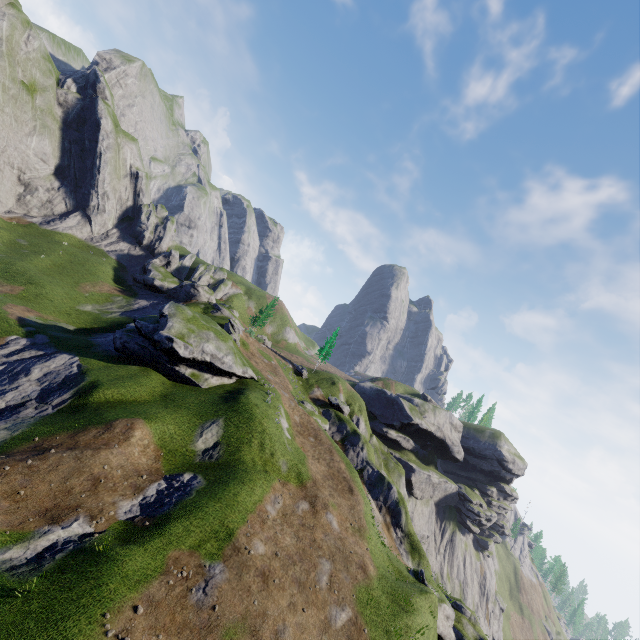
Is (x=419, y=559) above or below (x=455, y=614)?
above
